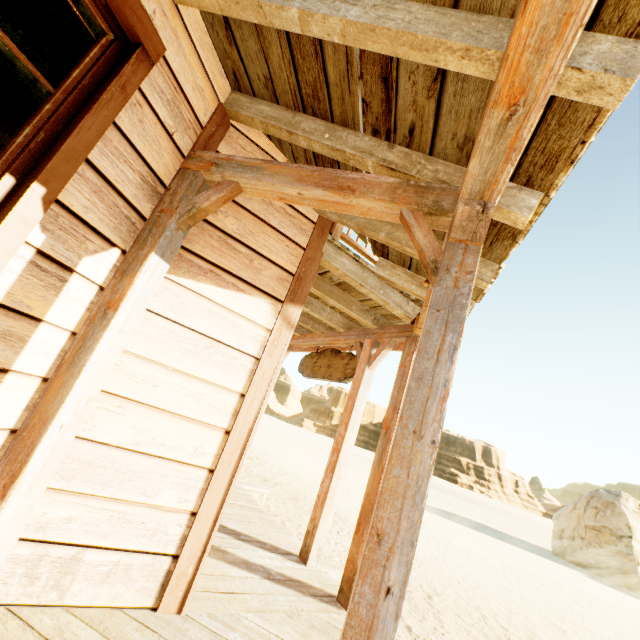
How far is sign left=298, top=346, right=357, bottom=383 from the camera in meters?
4.8 m

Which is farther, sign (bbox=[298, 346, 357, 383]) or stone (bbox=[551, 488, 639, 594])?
stone (bbox=[551, 488, 639, 594])

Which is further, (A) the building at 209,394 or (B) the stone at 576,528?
(B) the stone at 576,528

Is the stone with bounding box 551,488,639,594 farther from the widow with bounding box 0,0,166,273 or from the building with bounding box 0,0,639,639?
the widow with bounding box 0,0,166,273

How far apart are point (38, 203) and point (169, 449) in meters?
1.6

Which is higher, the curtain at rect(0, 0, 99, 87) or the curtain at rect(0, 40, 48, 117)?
the curtain at rect(0, 0, 99, 87)
